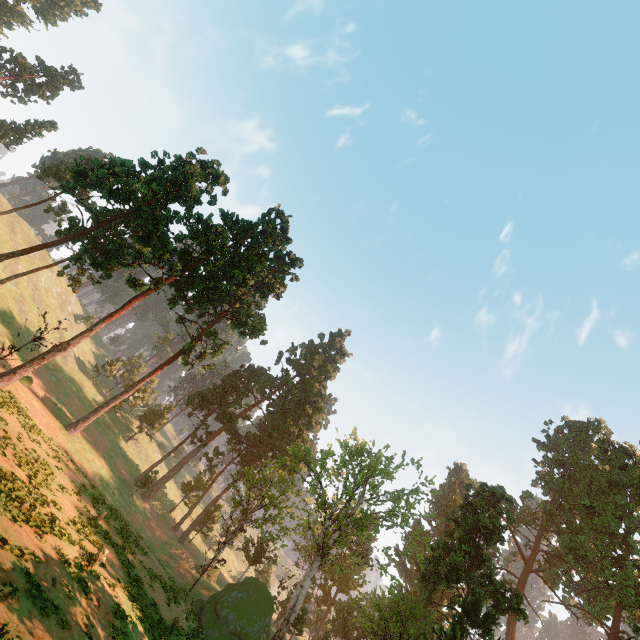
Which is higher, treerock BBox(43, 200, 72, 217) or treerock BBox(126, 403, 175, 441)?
treerock BBox(43, 200, 72, 217)

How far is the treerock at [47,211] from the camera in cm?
5220

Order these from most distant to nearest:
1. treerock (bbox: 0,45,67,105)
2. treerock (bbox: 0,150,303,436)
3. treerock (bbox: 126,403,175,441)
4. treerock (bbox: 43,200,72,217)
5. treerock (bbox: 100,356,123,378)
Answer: treerock (bbox: 100,356,123,378), treerock (bbox: 126,403,175,441), treerock (bbox: 0,45,67,105), treerock (bbox: 43,200,72,217), treerock (bbox: 0,150,303,436)

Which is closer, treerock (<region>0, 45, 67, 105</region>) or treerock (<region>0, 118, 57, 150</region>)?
treerock (<region>0, 45, 67, 105</region>)

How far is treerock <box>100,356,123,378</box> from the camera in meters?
57.6

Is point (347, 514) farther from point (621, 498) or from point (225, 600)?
point (621, 498)
